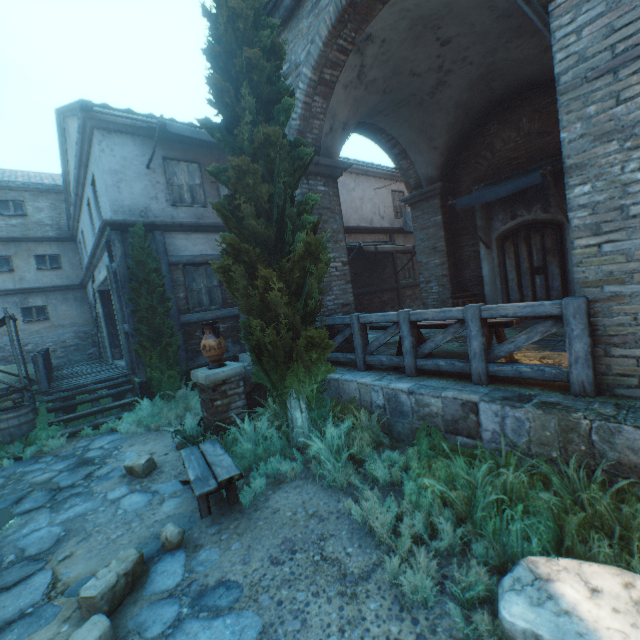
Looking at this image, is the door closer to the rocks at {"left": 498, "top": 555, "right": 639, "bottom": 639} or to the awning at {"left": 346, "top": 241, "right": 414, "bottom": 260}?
the awning at {"left": 346, "top": 241, "right": 414, "bottom": 260}

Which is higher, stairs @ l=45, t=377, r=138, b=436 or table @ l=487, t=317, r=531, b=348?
table @ l=487, t=317, r=531, b=348

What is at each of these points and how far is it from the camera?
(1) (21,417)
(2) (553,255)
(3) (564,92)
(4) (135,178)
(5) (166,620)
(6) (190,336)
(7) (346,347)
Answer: (1) barrel, 6.9m
(2) door, 7.6m
(3) building, 3.0m
(4) building, 8.4m
(5) ground stones, 2.5m
(6) building, 9.1m
(7) building, 6.7m

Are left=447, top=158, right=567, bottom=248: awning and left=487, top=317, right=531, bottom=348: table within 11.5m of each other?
yes

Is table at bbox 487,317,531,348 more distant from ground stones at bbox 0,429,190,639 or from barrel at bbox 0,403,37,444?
barrel at bbox 0,403,37,444

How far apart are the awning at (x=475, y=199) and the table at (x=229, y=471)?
7.0 meters

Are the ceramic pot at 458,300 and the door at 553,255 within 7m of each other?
yes

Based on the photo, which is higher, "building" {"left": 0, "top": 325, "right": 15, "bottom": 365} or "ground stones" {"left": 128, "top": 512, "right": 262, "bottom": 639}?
"building" {"left": 0, "top": 325, "right": 15, "bottom": 365}
